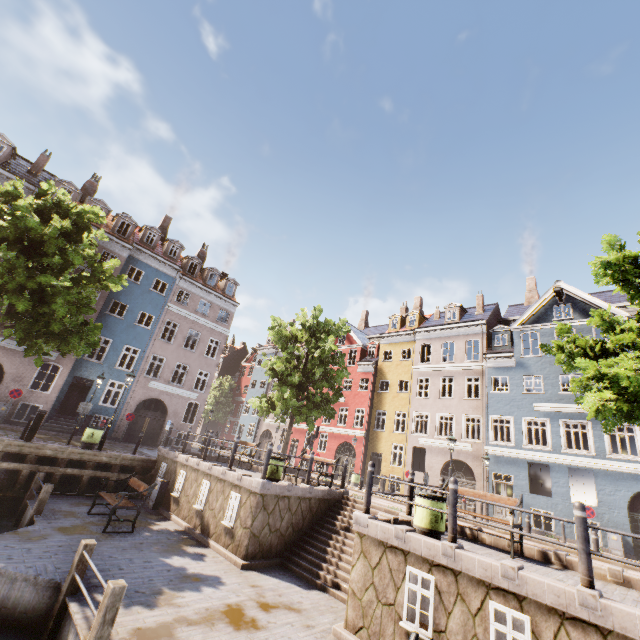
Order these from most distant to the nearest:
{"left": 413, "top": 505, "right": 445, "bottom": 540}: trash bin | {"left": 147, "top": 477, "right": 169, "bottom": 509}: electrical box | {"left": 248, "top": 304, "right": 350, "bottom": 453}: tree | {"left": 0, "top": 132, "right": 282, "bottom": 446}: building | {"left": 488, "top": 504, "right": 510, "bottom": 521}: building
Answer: {"left": 0, "top": 132, "right": 282, "bottom": 446}: building < {"left": 488, "top": 504, "right": 510, "bottom": 521}: building < {"left": 248, "top": 304, "right": 350, "bottom": 453}: tree < {"left": 147, "top": 477, "right": 169, "bottom": 509}: electrical box < {"left": 413, "top": 505, "right": 445, "bottom": 540}: trash bin

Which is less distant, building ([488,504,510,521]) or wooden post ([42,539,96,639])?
wooden post ([42,539,96,639])

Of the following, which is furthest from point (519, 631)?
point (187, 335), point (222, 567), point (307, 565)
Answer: point (187, 335)

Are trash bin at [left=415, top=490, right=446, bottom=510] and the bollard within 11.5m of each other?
yes

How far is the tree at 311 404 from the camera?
18.9 meters

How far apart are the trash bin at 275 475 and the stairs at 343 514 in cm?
161

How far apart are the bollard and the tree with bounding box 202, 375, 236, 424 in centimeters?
4673cm

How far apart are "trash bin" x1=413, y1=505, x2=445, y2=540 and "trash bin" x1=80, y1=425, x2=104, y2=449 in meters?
14.4 m
